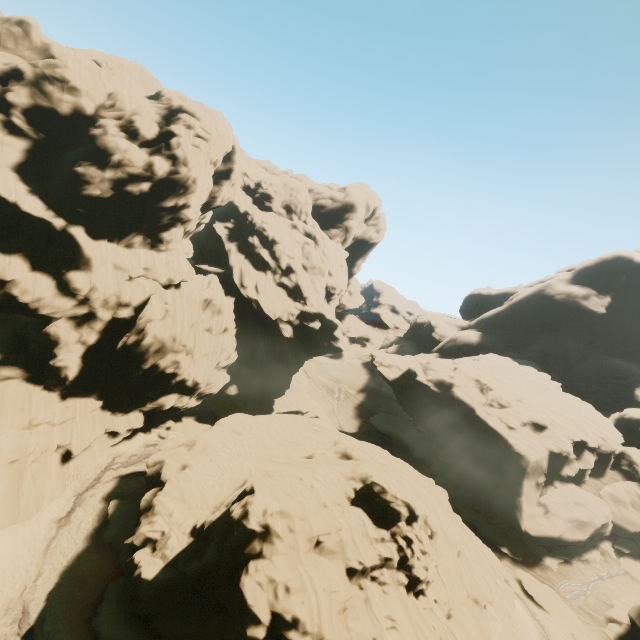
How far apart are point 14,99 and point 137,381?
29.7m

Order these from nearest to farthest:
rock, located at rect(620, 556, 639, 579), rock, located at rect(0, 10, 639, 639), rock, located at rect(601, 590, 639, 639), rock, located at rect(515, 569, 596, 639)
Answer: rock, located at rect(0, 10, 639, 639)
rock, located at rect(601, 590, 639, 639)
rock, located at rect(515, 569, 596, 639)
rock, located at rect(620, 556, 639, 579)

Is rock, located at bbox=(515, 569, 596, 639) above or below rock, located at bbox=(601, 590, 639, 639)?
below

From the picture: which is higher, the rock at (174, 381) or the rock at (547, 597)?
the rock at (174, 381)

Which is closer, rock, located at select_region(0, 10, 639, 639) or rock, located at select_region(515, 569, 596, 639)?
rock, located at select_region(0, 10, 639, 639)

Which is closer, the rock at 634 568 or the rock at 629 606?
the rock at 629 606
